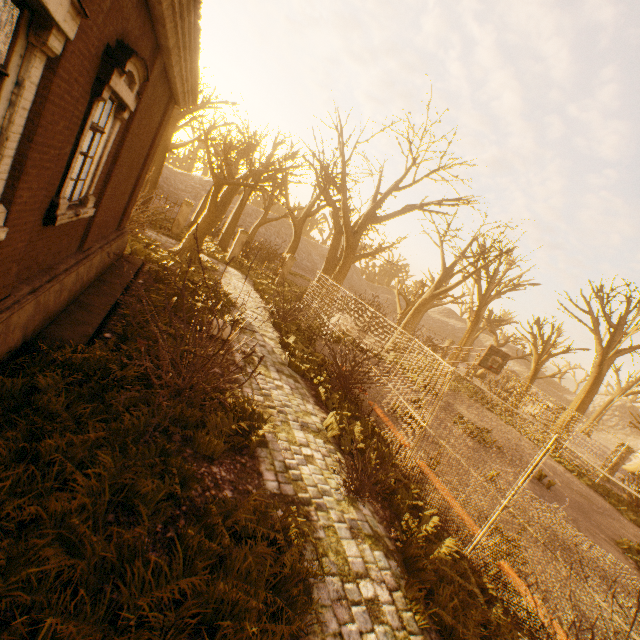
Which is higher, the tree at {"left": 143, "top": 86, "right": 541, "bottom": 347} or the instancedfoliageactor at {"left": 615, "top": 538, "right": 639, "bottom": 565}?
the tree at {"left": 143, "top": 86, "right": 541, "bottom": 347}

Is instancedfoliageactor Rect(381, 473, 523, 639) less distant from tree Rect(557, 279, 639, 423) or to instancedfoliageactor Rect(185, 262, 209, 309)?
tree Rect(557, 279, 639, 423)

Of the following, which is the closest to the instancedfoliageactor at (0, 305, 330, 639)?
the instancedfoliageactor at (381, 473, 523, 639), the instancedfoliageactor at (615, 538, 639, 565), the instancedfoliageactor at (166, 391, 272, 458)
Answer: the instancedfoliageactor at (166, 391, 272, 458)

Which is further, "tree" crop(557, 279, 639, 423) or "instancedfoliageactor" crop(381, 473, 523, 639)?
"tree" crop(557, 279, 639, 423)

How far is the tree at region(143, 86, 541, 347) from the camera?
15.60m

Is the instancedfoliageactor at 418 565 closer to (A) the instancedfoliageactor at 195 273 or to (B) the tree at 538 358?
(B) the tree at 538 358

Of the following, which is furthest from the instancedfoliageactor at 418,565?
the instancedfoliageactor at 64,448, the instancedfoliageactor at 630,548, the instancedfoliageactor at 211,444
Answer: the instancedfoliageactor at 630,548

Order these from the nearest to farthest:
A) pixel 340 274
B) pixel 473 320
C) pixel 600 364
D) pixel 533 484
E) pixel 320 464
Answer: pixel 320 464 → pixel 533 484 → pixel 340 274 → pixel 600 364 → pixel 473 320
